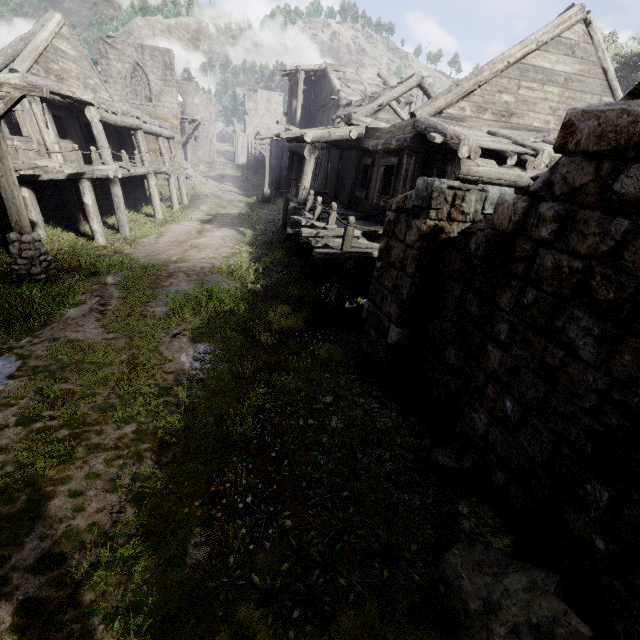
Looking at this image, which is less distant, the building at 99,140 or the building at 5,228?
the building at 5,228

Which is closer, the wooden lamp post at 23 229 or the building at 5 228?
the wooden lamp post at 23 229

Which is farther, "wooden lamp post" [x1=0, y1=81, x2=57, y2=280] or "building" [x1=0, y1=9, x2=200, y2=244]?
"building" [x1=0, y1=9, x2=200, y2=244]

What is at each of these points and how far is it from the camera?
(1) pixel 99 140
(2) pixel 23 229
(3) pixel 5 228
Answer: (1) building, 13.5 meters
(2) wooden lamp post, 8.7 meters
(3) building, 10.7 meters

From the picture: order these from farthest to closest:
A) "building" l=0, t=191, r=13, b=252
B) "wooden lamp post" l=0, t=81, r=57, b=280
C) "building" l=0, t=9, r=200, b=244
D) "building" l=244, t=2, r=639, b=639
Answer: "building" l=0, t=9, r=200, b=244, "building" l=0, t=191, r=13, b=252, "wooden lamp post" l=0, t=81, r=57, b=280, "building" l=244, t=2, r=639, b=639

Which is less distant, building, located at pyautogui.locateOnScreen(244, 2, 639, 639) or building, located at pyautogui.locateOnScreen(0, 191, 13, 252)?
building, located at pyautogui.locateOnScreen(244, 2, 639, 639)
